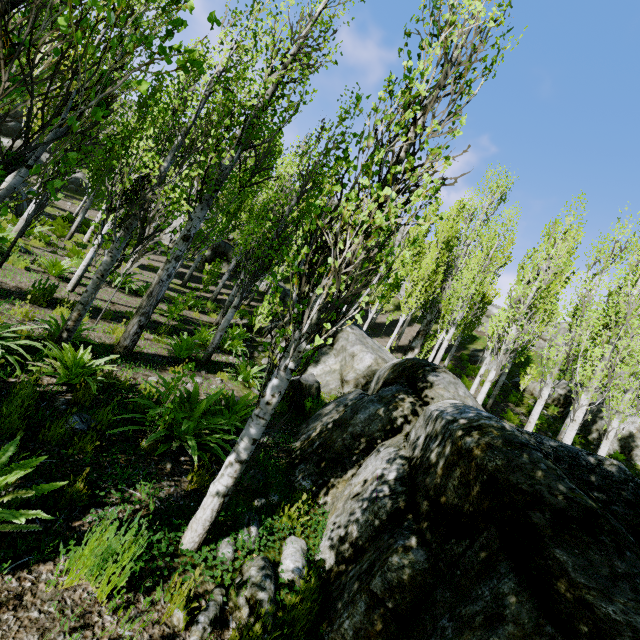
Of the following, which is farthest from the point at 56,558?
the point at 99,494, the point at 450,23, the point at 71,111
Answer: the point at 71,111

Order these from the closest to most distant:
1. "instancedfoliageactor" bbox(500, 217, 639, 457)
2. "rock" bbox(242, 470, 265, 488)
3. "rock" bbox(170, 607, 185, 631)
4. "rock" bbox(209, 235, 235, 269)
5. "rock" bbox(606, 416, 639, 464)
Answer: "rock" bbox(170, 607, 185, 631) → "rock" bbox(242, 470, 265, 488) → "instancedfoliageactor" bbox(500, 217, 639, 457) → "rock" bbox(606, 416, 639, 464) → "rock" bbox(209, 235, 235, 269)

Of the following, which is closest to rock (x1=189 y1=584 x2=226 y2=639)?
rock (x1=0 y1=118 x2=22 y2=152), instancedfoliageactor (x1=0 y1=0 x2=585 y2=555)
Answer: instancedfoliageactor (x1=0 y1=0 x2=585 y2=555)

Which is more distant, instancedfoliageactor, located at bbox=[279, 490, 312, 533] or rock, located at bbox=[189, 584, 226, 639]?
instancedfoliageactor, located at bbox=[279, 490, 312, 533]

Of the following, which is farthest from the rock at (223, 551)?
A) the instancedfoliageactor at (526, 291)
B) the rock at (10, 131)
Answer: the rock at (10, 131)

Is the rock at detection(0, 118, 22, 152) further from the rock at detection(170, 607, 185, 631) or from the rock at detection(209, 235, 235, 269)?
the rock at detection(170, 607, 185, 631)
